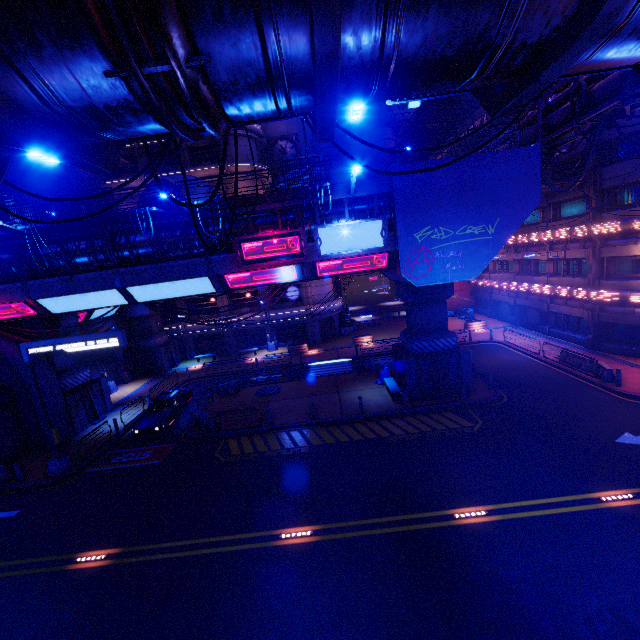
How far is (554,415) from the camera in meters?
16.8 m

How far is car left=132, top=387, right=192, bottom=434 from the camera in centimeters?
2023cm

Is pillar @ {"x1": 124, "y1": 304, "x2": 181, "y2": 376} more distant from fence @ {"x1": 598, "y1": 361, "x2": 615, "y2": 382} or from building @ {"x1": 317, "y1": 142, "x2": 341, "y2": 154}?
fence @ {"x1": 598, "y1": 361, "x2": 615, "y2": 382}

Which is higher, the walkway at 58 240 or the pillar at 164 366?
the walkway at 58 240

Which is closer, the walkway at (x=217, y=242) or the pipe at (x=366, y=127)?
the walkway at (x=217, y=242)

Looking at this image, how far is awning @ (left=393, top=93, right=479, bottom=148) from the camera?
22.05m

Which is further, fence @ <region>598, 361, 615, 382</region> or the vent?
the vent

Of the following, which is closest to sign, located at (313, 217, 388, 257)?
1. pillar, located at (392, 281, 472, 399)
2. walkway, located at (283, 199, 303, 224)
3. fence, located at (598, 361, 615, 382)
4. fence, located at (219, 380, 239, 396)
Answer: walkway, located at (283, 199, 303, 224)
